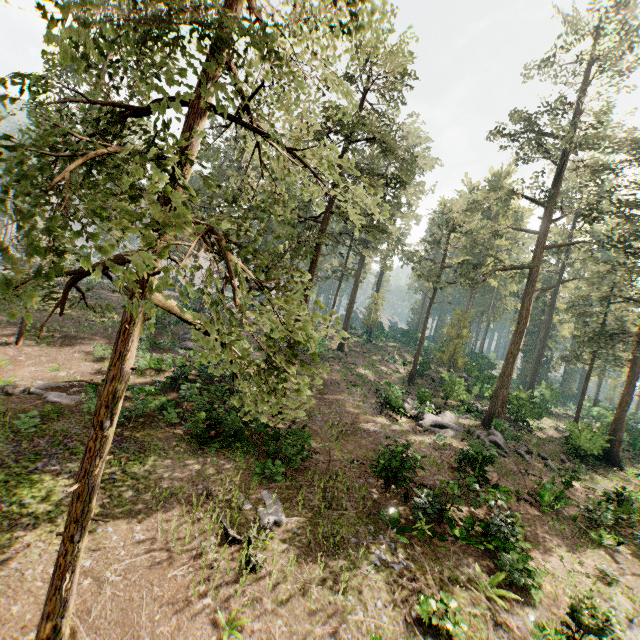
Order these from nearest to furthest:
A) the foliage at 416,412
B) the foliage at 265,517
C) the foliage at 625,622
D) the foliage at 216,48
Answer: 1. the foliage at 216,48
2. the foliage at 625,622
3. the foliage at 265,517
4. the foliage at 416,412

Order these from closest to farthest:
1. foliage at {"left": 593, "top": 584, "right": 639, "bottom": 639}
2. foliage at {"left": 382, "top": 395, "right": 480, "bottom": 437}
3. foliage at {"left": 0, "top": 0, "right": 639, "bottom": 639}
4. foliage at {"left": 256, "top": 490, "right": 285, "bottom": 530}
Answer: foliage at {"left": 0, "top": 0, "right": 639, "bottom": 639}, foliage at {"left": 593, "top": 584, "right": 639, "bottom": 639}, foliage at {"left": 256, "top": 490, "right": 285, "bottom": 530}, foliage at {"left": 382, "top": 395, "right": 480, "bottom": 437}

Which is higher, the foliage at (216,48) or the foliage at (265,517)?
the foliage at (216,48)

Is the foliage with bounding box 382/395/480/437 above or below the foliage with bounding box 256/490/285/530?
above

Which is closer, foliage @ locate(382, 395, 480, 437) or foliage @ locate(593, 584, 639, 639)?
foliage @ locate(593, 584, 639, 639)

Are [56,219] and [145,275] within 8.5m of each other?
yes
